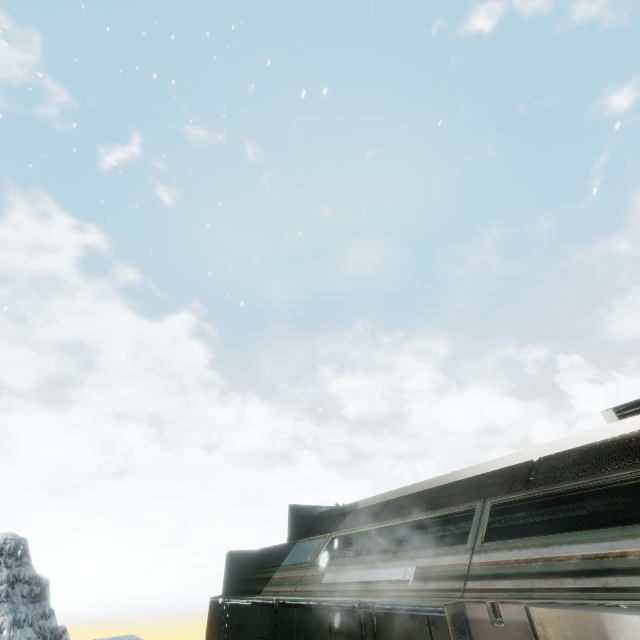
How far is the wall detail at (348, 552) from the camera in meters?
9.5 m

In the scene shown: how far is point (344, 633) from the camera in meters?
4.0 m

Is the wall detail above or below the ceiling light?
above

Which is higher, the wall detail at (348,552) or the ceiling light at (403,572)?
the wall detail at (348,552)

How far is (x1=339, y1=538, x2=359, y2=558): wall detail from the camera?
9.5 meters

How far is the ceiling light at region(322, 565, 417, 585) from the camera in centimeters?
398cm

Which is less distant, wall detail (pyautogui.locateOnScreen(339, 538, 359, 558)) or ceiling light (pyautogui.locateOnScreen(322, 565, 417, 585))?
ceiling light (pyautogui.locateOnScreen(322, 565, 417, 585))
